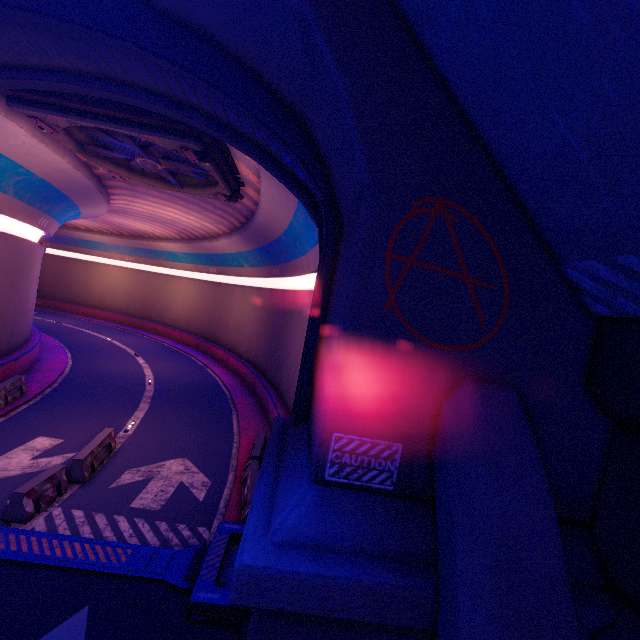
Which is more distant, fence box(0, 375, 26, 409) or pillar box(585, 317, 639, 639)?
fence box(0, 375, 26, 409)

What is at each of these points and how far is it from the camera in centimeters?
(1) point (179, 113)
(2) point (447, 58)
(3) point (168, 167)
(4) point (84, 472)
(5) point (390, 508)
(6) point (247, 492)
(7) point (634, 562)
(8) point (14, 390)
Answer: (1) tunnel, 823cm
(2) walkway, 363cm
(3) vent, 1201cm
(4) fence, 1024cm
(5) wall arch, 398cm
(6) fence, 1021cm
(7) pillar, 361cm
(8) fence, 1498cm

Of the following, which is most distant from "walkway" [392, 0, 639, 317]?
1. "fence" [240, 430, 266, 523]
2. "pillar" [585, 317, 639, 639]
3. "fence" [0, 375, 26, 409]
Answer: "fence" [0, 375, 26, 409]

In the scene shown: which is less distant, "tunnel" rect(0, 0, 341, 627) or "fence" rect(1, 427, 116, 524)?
"tunnel" rect(0, 0, 341, 627)

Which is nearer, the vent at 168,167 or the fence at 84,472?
the fence at 84,472

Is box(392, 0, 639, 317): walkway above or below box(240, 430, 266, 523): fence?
above

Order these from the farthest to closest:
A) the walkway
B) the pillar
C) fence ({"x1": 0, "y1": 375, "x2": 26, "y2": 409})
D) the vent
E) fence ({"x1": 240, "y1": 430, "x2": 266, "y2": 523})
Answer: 1. fence ({"x1": 0, "y1": 375, "x2": 26, "y2": 409})
2. fence ({"x1": 240, "y1": 430, "x2": 266, "y2": 523})
3. the vent
4. the pillar
5. the walkway

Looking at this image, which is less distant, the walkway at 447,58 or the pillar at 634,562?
the walkway at 447,58
